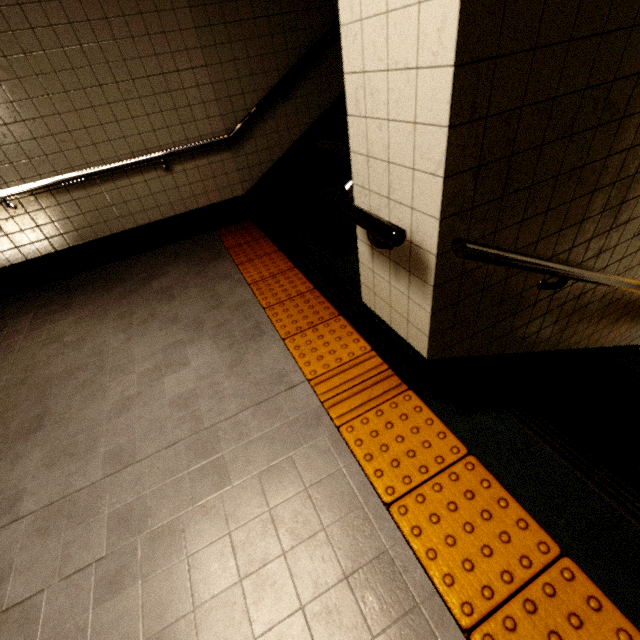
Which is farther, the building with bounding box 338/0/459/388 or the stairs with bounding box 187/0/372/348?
the stairs with bounding box 187/0/372/348

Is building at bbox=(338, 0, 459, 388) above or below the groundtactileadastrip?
above

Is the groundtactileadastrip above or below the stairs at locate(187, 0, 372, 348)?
below

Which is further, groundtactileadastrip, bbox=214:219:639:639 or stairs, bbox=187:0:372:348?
stairs, bbox=187:0:372:348

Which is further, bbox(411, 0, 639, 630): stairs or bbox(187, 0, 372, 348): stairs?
bbox(187, 0, 372, 348): stairs

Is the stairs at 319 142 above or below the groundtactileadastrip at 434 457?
above

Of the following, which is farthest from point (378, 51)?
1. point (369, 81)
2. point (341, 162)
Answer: point (341, 162)

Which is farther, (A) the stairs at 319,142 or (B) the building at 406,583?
(A) the stairs at 319,142
